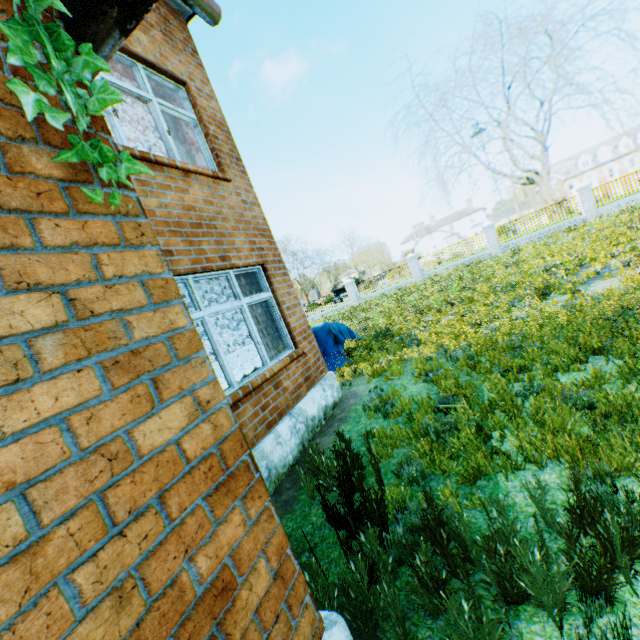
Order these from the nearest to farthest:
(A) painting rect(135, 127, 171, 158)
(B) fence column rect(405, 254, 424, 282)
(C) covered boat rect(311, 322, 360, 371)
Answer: (A) painting rect(135, 127, 171, 158)
(C) covered boat rect(311, 322, 360, 371)
(B) fence column rect(405, 254, 424, 282)

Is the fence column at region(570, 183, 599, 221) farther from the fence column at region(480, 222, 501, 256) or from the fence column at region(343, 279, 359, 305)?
the fence column at region(343, 279, 359, 305)

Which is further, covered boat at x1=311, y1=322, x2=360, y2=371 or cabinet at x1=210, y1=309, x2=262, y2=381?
covered boat at x1=311, y1=322, x2=360, y2=371

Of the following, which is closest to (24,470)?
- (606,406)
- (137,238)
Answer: (137,238)

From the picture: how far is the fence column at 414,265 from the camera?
25.1m

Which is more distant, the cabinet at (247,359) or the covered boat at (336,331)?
the covered boat at (336,331)

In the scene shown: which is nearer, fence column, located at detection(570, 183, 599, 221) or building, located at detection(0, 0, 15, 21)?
building, located at detection(0, 0, 15, 21)

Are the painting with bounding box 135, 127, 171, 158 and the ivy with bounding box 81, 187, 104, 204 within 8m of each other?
yes
